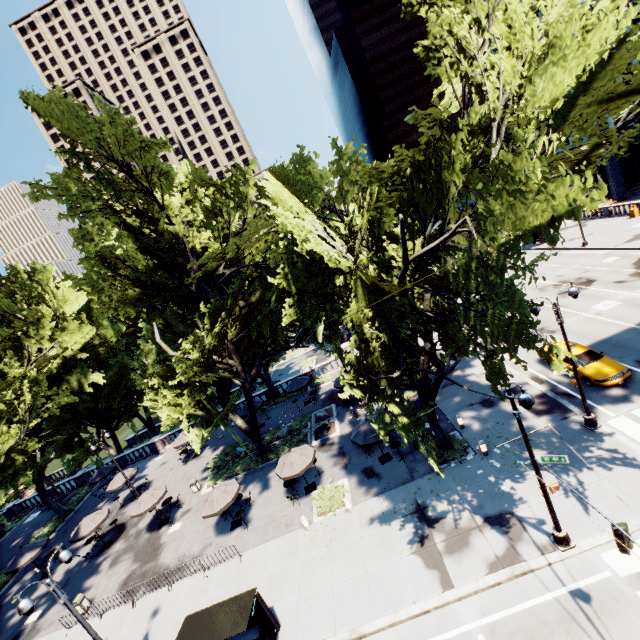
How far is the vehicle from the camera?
17.48m

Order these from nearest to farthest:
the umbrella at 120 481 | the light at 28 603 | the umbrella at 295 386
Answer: the light at 28 603 → the umbrella at 120 481 → the umbrella at 295 386

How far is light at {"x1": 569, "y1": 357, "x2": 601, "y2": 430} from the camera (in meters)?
15.23

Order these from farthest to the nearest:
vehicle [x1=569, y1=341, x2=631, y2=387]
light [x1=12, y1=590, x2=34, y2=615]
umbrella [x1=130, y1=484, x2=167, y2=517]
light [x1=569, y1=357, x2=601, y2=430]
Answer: umbrella [x1=130, y1=484, x2=167, y2=517] → vehicle [x1=569, y1=341, x2=631, y2=387] → light [x1=569, y1=357, x2=601, y2=430] → light [x1=12, y1=590, x2=34, y2=615]

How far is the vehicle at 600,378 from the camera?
17.5m

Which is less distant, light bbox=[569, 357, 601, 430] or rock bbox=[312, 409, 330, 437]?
light bbox=[569, 357, 601, 430]

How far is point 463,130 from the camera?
7.4m

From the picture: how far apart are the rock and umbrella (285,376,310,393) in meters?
5.0
